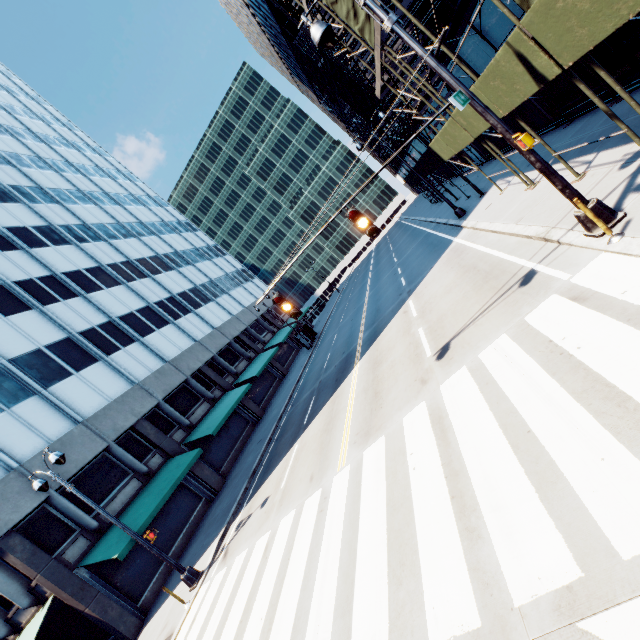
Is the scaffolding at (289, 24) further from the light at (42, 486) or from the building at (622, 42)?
the light at (42, 486)

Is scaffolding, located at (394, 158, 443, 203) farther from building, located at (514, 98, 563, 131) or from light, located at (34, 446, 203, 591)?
light, located at (34, 446, 203, 591)

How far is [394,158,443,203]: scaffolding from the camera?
27.4 meters

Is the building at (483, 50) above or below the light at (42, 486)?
below

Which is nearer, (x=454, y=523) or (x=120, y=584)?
(x=454, y=523)

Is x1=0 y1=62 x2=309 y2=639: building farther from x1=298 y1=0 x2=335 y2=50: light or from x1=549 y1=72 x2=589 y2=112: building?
x1=549 y1=72 x2=589 y2=112: building

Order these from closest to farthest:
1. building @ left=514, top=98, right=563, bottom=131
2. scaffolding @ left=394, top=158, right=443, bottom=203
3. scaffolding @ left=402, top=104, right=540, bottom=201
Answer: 1. scaffolding @ left=402, top=104, right=540, bottom=201
2. building @ left=514, top=98, right=563, bottom=131
3. scaffolding @ left=394, top=158, right=443, bottom=203

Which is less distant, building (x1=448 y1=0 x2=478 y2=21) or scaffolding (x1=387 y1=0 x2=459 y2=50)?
scaffolding (x1=387 y1=0 x2=459 y2=50)
